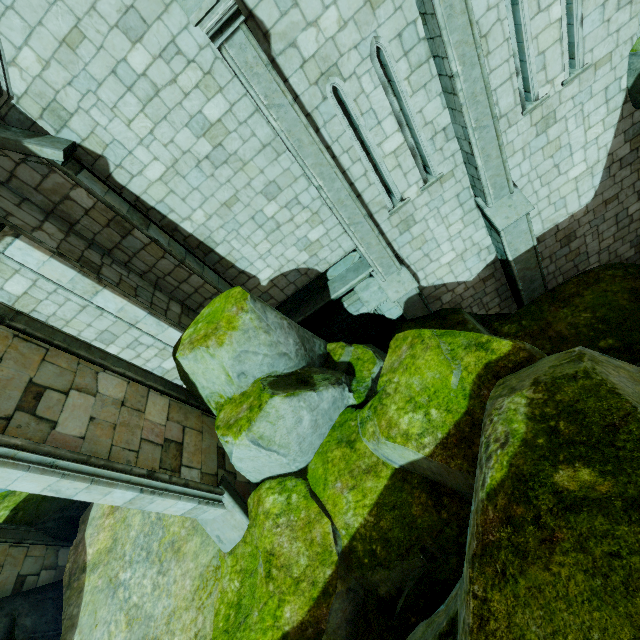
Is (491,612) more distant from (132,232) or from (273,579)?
(132,232)

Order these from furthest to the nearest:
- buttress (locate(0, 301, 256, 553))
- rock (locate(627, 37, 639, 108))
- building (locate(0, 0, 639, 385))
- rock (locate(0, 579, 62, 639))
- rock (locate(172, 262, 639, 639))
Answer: rock (locate(0, 579, 62, 639)) → rock (locate(627, 37, 639, 108)) → building (locate(0, 0, 639, 385)) → buttress (locate(0, 301, 256, 553)) → rock (locate(172, 262, 639, 639))

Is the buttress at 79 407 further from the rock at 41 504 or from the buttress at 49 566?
the buttress at 49 566

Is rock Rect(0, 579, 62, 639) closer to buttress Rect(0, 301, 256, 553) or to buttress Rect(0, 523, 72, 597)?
buttress Rect(0, 523, 72, 597)

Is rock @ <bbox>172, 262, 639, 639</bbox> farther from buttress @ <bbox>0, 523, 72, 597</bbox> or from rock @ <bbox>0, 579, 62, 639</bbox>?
buttress @ <bbox>0, 523, 72, 597</bbox>

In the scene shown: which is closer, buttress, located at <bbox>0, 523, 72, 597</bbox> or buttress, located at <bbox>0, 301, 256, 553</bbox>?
buttress, located at <bbox>0, 301, 256, 553</bbox>

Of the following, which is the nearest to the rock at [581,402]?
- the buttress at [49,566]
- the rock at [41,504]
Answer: the rock at [41,504]

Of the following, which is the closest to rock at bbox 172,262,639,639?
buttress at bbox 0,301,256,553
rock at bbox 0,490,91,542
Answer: buttress at bbox 0,301,256,553
